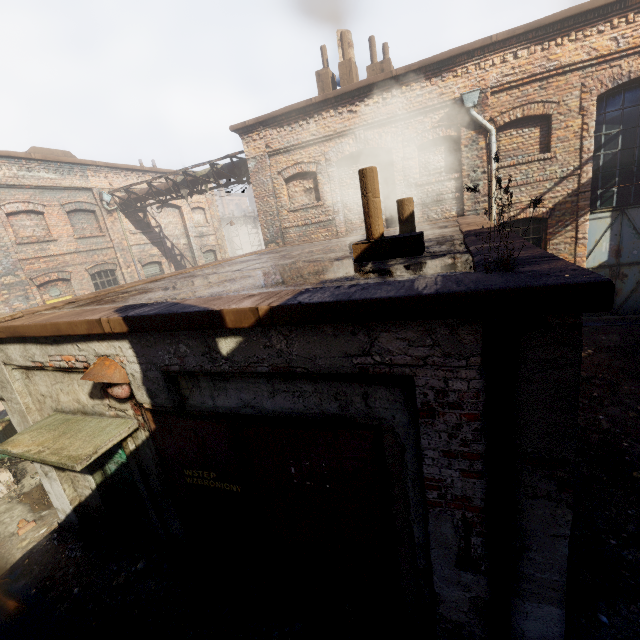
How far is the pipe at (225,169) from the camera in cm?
1255

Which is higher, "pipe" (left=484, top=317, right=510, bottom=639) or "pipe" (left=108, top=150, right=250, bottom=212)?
"pipe" (left=108, top=150, right=250, bottom=212)

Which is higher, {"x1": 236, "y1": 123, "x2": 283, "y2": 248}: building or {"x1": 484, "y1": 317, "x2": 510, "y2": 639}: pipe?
{"x1": 236, "y1": 123, "x2": 283, "y2": 248}: building

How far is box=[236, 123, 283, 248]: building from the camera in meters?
11.3

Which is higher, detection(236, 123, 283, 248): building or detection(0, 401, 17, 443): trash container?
detection(236, 123, 283, 248): building

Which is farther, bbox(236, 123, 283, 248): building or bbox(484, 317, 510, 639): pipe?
bbox(236, 123, 283, 248): building

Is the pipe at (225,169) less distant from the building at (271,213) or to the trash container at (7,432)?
the building at (271,213)

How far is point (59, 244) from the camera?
12.98m
